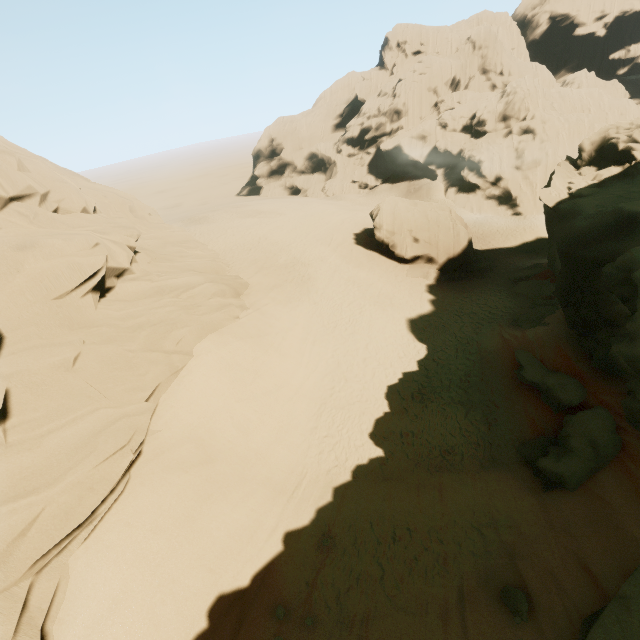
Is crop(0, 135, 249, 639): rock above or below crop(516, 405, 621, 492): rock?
above

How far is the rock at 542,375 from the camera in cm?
1370

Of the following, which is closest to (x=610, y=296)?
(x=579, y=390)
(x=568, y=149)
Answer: (x=579, y=390)

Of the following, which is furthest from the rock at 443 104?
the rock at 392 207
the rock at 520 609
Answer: the rock at 392 207

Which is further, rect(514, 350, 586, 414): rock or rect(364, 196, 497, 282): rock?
rect(364, 196, 497, 282): rock

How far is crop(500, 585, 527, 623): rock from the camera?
7.79m

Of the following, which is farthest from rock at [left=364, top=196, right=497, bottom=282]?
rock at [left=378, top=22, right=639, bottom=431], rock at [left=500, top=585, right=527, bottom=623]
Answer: rock at [left=500, top=585, right=527, bottom=623]

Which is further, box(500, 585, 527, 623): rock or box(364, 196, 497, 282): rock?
box(364, 196, 497, 282): rock
